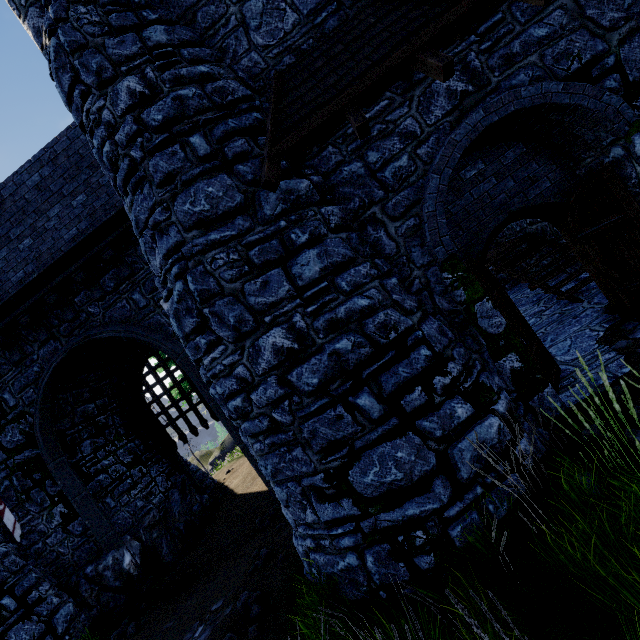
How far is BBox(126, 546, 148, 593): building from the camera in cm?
890

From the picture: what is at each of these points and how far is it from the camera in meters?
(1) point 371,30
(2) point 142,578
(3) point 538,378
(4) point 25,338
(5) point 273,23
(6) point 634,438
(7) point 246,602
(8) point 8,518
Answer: (1) awning, 4.3 m
(2) building, 9.0 m
(3) building, 4.6 m
(4) building, 9.0 m
(5) building, 4.9 m
(6) instancedfoliageactor, 3.6 m
(7) instancedfoliageactor, 5.3 m
(8) flag, 8.3 m

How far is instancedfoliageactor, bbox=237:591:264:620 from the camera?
5.0 meters

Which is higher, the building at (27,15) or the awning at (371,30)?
the building at (27,15)

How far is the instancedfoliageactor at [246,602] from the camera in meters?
5.0

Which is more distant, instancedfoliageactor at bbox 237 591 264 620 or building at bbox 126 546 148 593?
building at bbox 126 546 148 593

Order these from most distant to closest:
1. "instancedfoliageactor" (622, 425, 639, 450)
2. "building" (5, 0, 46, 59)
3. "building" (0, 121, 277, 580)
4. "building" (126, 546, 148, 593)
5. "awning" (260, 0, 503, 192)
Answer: "building" (126, 546, 148, 593), "building" (0, 121, 277, 580), "building" (5, 0, 46, 59), "awning" (260, 0, 503, 192), "instancedfoliageactor" (622, 425, 639, 450)

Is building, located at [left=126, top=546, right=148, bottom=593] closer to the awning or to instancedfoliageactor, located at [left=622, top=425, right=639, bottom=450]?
the awning
